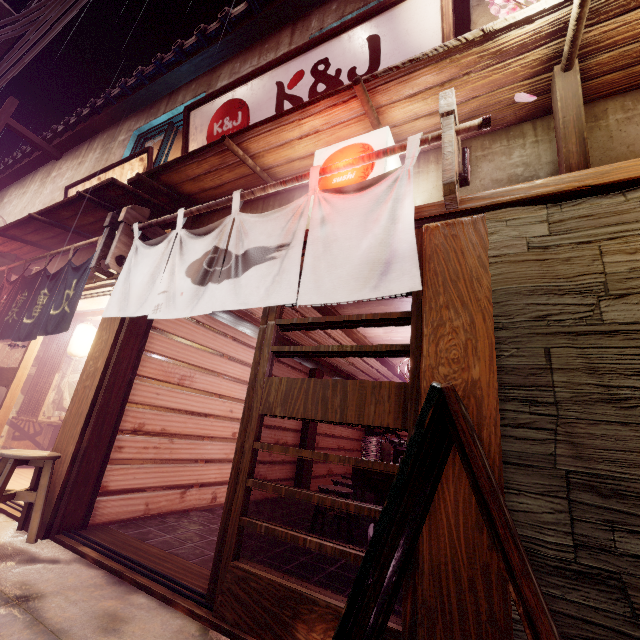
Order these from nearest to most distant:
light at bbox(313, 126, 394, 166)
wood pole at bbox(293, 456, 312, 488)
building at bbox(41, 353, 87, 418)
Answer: light at bbox(313, 126, 394, 166) < building at bbox(41, 353, 87, 418) < wood pole at bbox(293, 456, 312, 488)

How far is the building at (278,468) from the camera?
11.0m

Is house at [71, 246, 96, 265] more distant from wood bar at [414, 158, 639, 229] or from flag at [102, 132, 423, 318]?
flag at [102, 132, 423, 318]

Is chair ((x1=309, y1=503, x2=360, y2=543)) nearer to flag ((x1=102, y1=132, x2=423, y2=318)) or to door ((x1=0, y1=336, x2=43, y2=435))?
flag ((x1=102, y1=132, x2=423, y2=318))

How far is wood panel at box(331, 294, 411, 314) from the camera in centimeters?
701cm

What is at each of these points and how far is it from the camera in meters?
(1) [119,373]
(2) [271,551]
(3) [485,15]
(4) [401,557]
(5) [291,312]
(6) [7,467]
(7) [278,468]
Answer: (1) door frame, 6.8
(2) building, 6.4
(3) house, 5.7
(4) sign, 2.7
(5) building, 8.9
(6) chair, 5.4
(7) building, 11.9

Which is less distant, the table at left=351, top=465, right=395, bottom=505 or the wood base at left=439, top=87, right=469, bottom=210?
the wood base at left=439, top=87, right=469, bottom=210

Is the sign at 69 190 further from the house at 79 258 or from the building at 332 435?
the building at 332 435
